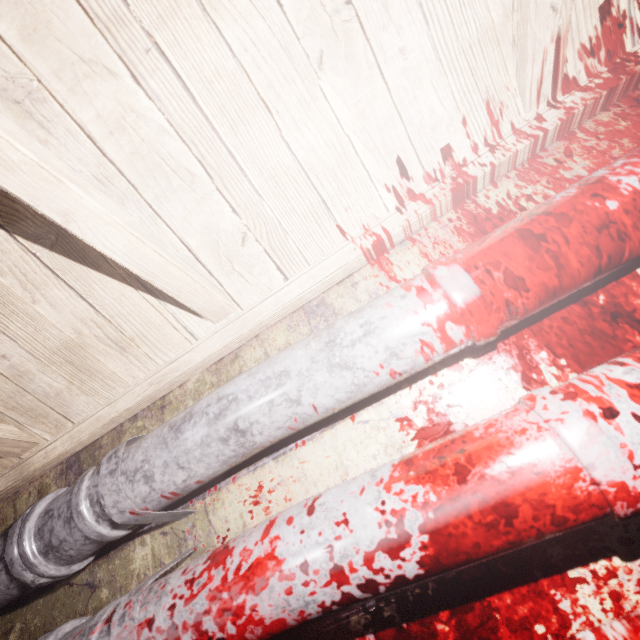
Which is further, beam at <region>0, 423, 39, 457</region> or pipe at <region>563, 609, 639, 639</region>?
beam at <region>0, 423, 39, 457</region>

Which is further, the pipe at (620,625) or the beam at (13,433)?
the beam at (13,433)

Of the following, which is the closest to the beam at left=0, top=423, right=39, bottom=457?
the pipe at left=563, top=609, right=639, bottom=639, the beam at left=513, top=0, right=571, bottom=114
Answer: the beam at left=513, top=0, right=571, bottom=114

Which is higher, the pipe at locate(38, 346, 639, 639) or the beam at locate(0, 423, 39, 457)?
the beam at locate(0, 423, 39, 457)

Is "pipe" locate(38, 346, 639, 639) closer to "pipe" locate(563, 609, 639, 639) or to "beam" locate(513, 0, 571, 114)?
"pipe" locate(563, 609, 639, 639)

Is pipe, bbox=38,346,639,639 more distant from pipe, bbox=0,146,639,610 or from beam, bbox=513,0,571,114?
beam, bbox=513,0,571,114

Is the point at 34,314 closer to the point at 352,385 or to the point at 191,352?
the point at 191,352

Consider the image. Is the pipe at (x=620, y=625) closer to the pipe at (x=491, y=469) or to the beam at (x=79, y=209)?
the pipe at (x=491, y=469)
